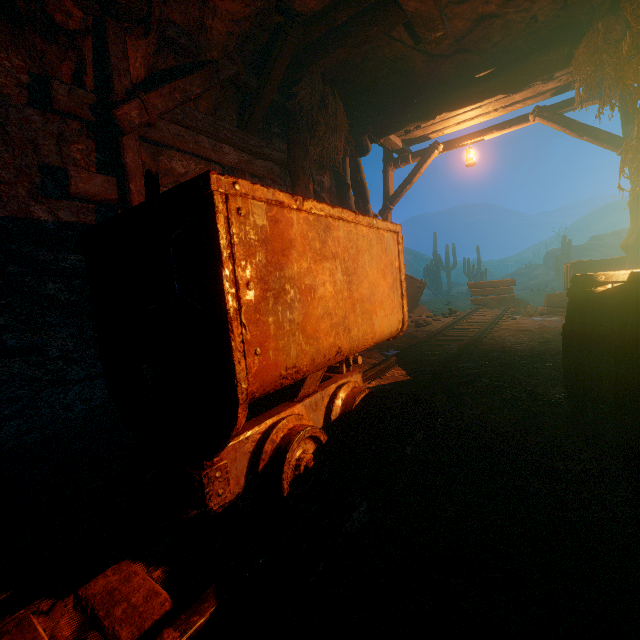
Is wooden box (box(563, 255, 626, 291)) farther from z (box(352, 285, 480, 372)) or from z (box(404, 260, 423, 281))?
z (box(404, 260, 423, 281))

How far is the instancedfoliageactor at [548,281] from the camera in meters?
20.0 m

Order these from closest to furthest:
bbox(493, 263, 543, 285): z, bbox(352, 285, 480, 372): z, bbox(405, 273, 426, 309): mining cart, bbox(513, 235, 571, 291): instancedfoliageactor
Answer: A:
1. bbox(352, 285, 480, 372): z
2. bbox(405, 273, 426, 309): mining cart
3. bbox(513, 235, 571, 291): instancedfoliageactor
4. bbox(493, 263, 543, 285): z

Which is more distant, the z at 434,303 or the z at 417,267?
the z at 417,267

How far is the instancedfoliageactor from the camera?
20.0 meters

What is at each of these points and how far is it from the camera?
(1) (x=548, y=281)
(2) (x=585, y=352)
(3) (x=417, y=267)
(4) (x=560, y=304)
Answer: (1) instancedfoliageactor, 25.9 meters
(2) barrel, 1.8 meters
(3) z, 59.0 meters
(4) wooden box, 6.7 meters

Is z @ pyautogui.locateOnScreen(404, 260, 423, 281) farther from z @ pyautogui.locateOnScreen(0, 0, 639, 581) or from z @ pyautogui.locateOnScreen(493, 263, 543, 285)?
z @ pyautogui.locateOnScreen(493, 263, 543, 285)

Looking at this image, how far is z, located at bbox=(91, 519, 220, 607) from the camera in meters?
1.3 m
